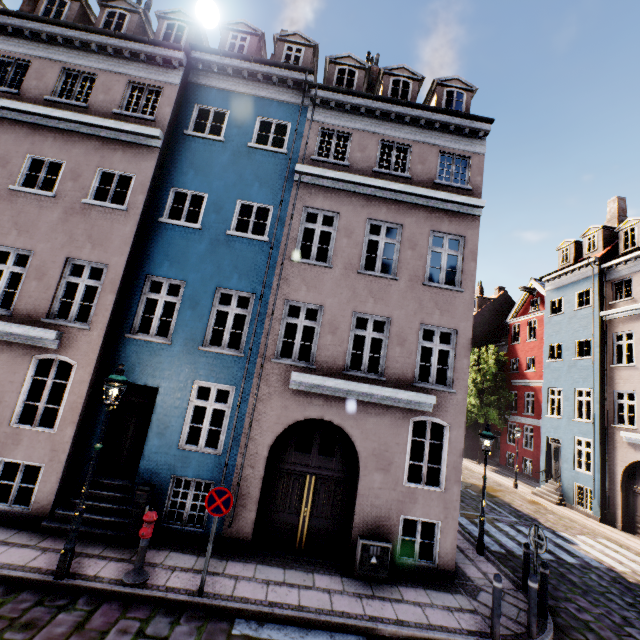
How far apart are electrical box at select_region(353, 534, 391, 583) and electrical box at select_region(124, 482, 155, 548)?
5.1m

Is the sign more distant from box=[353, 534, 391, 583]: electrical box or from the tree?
the tree

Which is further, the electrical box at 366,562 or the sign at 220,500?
the electrical box at 366,562

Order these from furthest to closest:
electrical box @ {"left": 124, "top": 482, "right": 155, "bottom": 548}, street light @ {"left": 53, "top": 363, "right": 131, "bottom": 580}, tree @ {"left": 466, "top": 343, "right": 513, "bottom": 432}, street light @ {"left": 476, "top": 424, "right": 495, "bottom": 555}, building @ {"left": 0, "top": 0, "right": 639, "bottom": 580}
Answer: tree @ {"left": 466, "top": 343, "right": 513, "bottom": 432}, street light @ {"left": 476, "top": 424, "right": 495, "bottom": 555}, building @ {"left": 0, "top": 0, "right": 639, "bottom": 580}, electrical box @ {"left": 124, "top": 482, "right": 155, "bottom": 548}, street light @ {"left": 53, "top": 363, "right": 131, "bottom": 580}

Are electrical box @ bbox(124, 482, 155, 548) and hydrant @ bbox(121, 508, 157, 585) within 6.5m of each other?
yes

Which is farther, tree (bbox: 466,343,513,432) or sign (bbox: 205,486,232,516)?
tree (bbox: 466,343,513,432)

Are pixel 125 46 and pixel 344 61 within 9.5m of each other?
yes

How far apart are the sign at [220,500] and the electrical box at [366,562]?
3.44m
